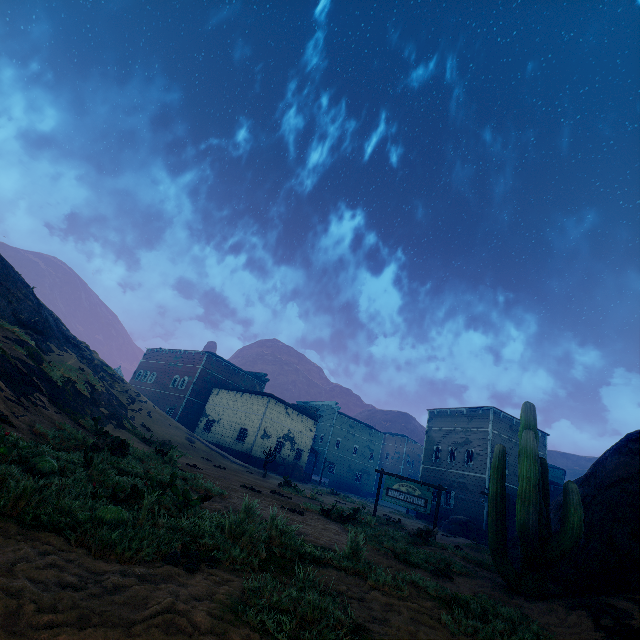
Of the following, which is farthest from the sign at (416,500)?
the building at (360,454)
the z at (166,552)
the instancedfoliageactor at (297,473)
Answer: the instancedfoliageactor at (297,473)

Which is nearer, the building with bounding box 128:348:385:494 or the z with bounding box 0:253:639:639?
the z with bounding box 0:253:639:639

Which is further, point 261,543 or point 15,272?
point 15,272

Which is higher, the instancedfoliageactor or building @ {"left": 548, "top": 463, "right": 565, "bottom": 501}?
building @ {"left": 548, "top": 463, "right": 565, "bottom": 501}

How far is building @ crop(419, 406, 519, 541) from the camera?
27.6m

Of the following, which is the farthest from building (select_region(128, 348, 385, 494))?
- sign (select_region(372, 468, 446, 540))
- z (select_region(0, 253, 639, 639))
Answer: sign (select_region(372, 468, 446, 540))

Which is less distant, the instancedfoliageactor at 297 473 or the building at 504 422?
the building at 504 422
